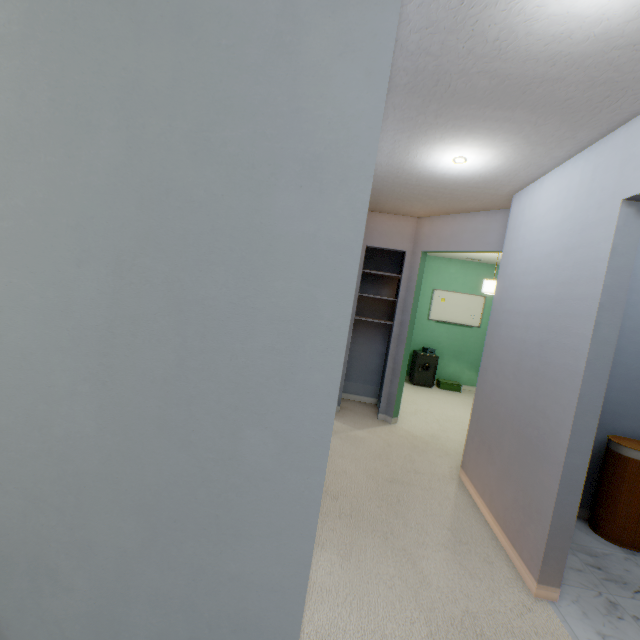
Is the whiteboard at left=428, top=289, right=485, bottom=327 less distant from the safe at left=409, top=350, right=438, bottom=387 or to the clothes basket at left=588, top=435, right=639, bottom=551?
the safe at left=409, top=350, right=438, bottom=387

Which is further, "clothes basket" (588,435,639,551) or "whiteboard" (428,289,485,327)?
"whiteboard" (428,289,485,327)

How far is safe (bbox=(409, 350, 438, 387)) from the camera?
6.0 meters

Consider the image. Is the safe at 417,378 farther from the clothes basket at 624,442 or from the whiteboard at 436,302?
the clothes basket at 624,442

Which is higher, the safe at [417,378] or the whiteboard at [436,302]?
the whiteboard at [436,302]

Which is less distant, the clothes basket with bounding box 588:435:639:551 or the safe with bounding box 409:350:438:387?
the clothes basket with bounding box 588:435:639:551

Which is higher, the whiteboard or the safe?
the whiteboard

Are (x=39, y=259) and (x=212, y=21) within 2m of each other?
yes
